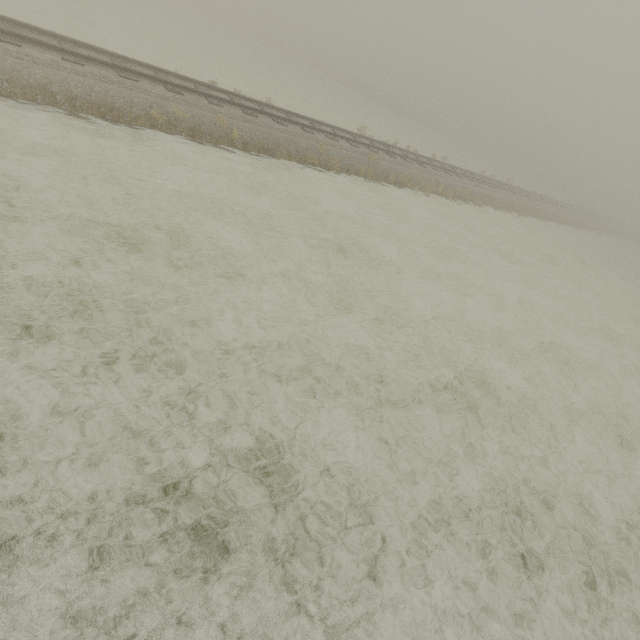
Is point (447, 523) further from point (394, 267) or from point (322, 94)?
point (322, 94)
